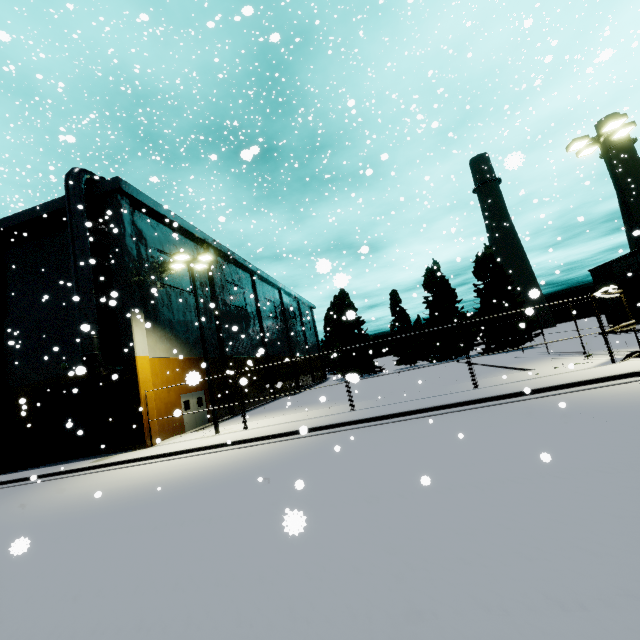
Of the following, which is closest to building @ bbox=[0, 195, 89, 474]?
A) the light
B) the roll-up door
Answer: the roll-up door

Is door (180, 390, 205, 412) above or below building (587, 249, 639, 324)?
below

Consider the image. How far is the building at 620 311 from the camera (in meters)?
37.72

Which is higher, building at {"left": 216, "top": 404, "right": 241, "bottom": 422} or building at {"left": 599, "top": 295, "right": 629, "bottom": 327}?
building at {"left": 599, "top": 295, "right": 629, "bottom": 327}

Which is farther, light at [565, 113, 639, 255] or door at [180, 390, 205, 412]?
door at [180, 390, 205, 412]

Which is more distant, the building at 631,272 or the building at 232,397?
the building at 631,272

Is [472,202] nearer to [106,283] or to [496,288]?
[106,283]
